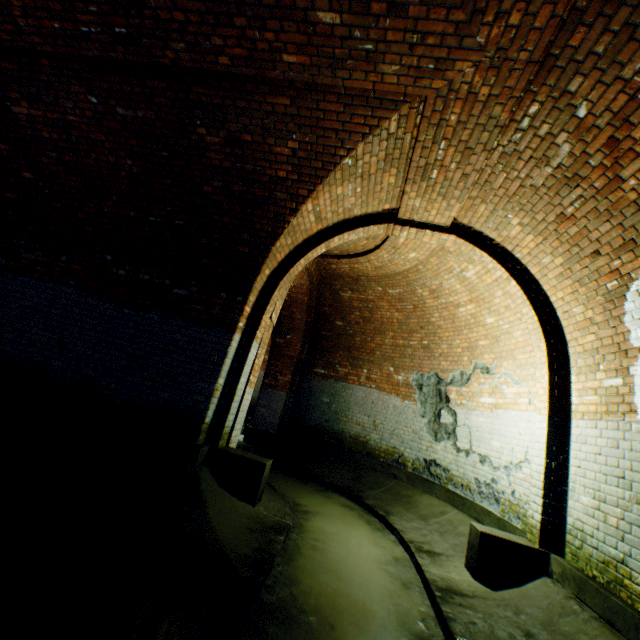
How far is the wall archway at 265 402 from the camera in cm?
384

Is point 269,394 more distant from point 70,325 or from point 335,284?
point 70,325

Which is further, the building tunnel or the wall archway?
the wall archway

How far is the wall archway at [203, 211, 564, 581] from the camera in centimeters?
384cm

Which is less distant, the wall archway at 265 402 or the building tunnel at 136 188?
the building tunnel at 136 188
